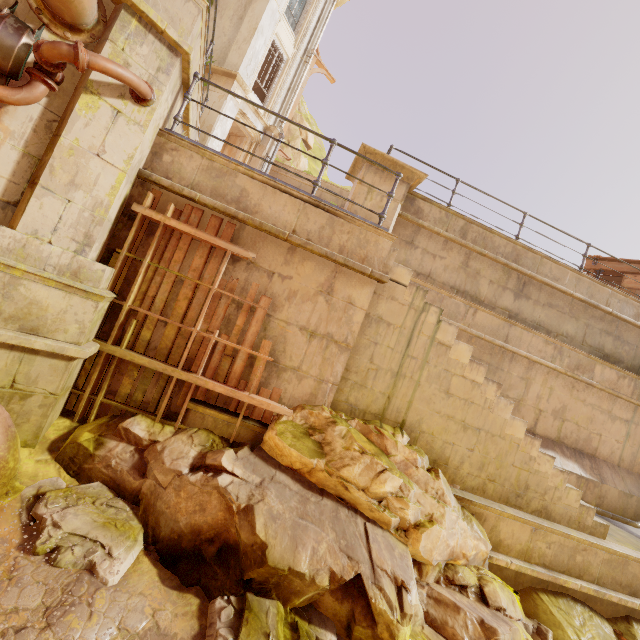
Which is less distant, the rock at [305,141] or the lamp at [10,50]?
the lamp at [10,50]

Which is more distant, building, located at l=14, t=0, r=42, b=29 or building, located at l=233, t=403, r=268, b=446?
building, located at l=233, t=403, r=268, b=446

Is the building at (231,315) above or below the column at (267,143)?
below

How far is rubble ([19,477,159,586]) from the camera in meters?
2.9

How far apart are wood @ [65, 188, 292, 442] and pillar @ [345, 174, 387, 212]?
3.0m

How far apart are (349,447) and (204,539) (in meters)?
2.02

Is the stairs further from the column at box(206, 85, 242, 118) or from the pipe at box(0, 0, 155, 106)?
the column at box(206, 85, 242, 118)

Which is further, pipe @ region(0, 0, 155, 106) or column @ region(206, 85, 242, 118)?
column @ region(206, 85, 242, 118)
